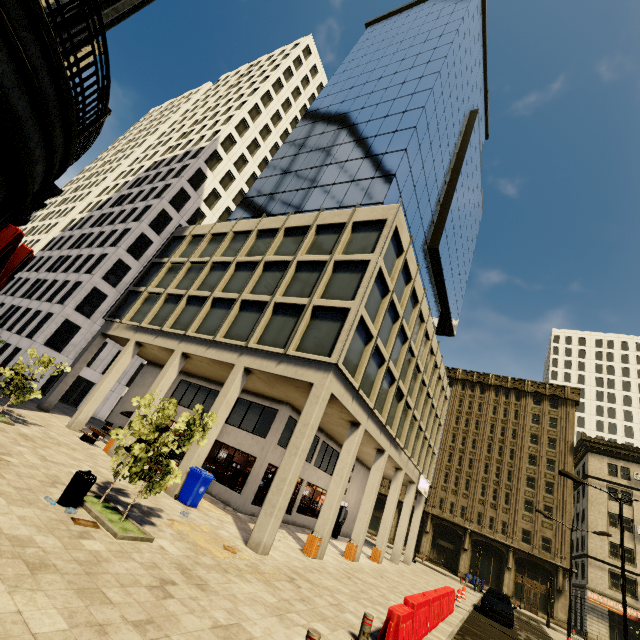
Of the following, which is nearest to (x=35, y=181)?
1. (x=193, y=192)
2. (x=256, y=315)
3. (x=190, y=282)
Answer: (x=256, y=315)

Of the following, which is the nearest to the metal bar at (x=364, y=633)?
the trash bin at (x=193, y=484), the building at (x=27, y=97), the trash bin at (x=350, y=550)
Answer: the building at (x=27, y=97)

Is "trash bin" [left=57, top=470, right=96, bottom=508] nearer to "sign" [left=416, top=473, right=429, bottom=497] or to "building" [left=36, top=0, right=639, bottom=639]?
"building" [left=36, top=0, right=639, bottom=639]

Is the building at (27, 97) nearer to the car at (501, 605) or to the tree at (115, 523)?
the tree at (115, 523)

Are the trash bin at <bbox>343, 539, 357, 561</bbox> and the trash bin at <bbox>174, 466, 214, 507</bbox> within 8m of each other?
no

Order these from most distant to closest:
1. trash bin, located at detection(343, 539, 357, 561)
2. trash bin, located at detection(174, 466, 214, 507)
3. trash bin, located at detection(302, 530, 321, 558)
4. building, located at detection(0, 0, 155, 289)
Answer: trash bin, located at detection(343, 539, 357, 561) → trash bin, located at detection(302, 530, 321, 558) → trash bin, located at detection(174, 466, 214, 507) → building, located at detection(0, 0, 155, 289)

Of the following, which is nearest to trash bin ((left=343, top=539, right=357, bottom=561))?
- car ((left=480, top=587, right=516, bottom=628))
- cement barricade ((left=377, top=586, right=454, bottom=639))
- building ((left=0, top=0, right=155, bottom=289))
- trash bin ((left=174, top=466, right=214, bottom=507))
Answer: building ((left=0, top=0, right=155, bottom=289))

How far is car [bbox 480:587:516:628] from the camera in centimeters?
1895cm
